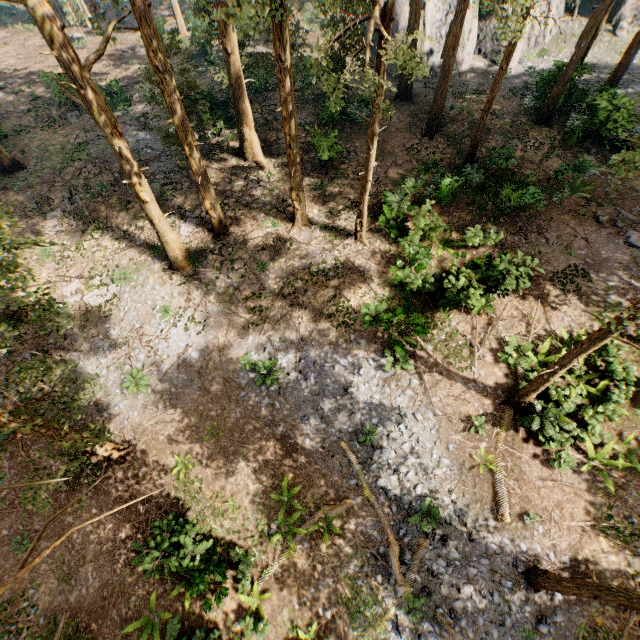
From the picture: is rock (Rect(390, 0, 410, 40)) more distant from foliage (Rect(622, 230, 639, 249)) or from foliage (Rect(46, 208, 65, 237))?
foliage (Rect(46, 208, 65, 237))

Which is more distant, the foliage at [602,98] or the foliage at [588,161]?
the foliage at [602,98]

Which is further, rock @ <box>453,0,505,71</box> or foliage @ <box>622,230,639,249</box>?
rock @ <box>453,0,505,71</box>

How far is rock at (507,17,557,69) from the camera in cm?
2973

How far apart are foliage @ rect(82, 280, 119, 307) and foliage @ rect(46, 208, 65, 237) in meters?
5.3 m

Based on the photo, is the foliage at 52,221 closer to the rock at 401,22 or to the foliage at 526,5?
the foliage at 526,5

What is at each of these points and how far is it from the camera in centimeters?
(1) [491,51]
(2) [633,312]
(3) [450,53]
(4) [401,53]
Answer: (1) rock, 3073cm
(2) foliage, 831cm
(3) foliage, 1880cm
(4) foliage, 857cm
